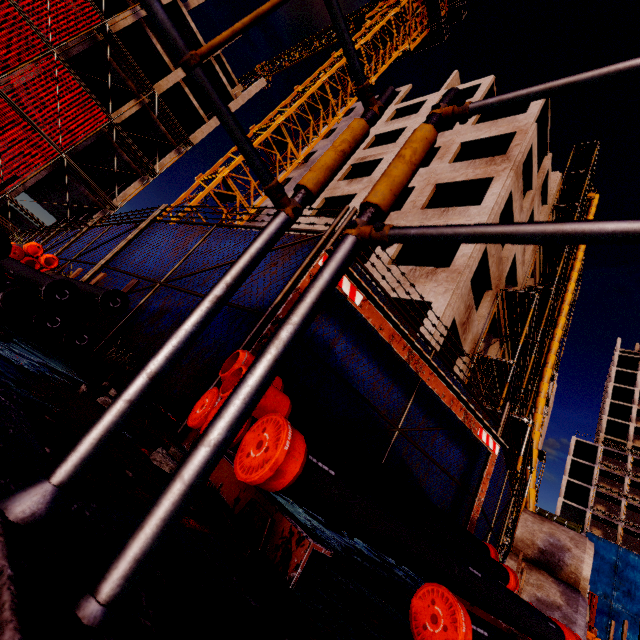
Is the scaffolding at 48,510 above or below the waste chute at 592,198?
below

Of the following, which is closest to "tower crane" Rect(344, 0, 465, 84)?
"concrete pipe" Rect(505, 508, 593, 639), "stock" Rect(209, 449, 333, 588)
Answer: "concrete pipe" Rect(505, 508, 593, 639)

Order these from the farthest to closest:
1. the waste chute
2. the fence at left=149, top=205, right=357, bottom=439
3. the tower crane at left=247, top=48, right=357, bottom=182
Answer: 1. the waste chute
2. the tower crane at left=247, top=48, right=357, bottom=182
3. the fence at left=149, top=205, right=357, bottom=439

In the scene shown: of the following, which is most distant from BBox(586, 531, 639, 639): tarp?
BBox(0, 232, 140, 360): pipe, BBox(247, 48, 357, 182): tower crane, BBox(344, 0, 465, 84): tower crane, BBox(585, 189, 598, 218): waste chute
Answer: BBox(344, 0, 465, 84): tower crane

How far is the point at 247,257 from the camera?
0.75m

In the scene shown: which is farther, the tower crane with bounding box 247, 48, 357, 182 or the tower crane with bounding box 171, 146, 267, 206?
the tower crane with bounding box 247, 48, 357, 182

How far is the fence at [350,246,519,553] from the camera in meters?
3.7

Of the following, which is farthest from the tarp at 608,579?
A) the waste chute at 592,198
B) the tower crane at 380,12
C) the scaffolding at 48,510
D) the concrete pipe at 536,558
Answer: the tower crane at 380,12
